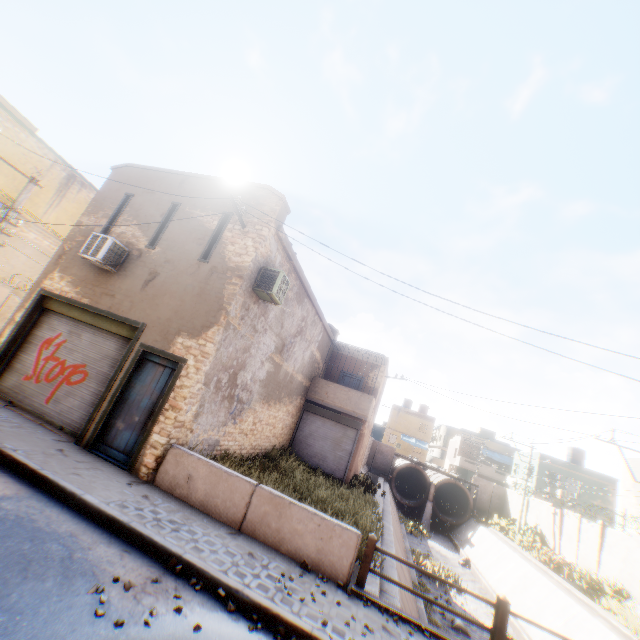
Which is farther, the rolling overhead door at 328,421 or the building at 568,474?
the building at 568,474

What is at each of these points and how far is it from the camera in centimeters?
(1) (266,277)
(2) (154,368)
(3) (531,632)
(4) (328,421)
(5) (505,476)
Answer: (1) air conditioner, 946cm
(2) door, 854cm
(3) concrete channel, 1395cm
(4) rolling overhead door, 1752cm
(5) building, 4294cm

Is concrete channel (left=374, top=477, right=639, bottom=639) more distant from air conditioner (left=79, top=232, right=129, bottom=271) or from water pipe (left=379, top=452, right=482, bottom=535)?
air conditioner (left=79, top=232, right=129, bottom=271)

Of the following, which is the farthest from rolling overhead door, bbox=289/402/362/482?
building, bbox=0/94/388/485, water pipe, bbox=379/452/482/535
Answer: water pipe, bbox=379/452/482/535

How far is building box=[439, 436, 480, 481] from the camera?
44.4 meters

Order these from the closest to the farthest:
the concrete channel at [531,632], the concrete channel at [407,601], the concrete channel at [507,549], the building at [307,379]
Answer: the concrete channel at [407,601]
the building at [307,379]
the concrete channel at [507,549]
the concrete channel at [531,632]

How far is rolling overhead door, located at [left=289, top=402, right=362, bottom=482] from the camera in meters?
16.7

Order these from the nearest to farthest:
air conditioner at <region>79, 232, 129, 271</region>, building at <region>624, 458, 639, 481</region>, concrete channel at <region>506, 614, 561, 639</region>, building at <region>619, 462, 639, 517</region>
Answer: air conditioner at <region>79, 232, 129, 271</region>, concrete channel at <region>506, 614, 561, 639</region>, building at <region>619, 462, 639, 517</region>, building at <region>624, 458, 639, 481</region>
